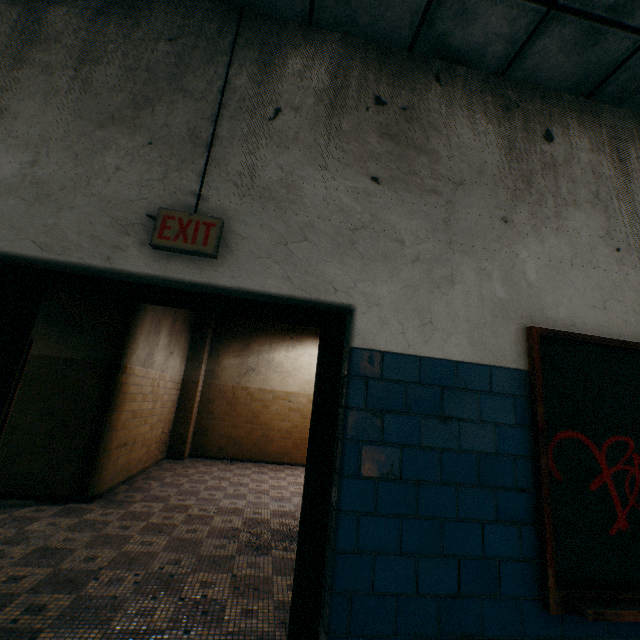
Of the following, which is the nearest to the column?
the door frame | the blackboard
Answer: the door frame

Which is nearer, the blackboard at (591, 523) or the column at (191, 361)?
the blackboard at (591, 523)

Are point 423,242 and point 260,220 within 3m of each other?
yes

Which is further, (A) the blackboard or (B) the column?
(B) the column

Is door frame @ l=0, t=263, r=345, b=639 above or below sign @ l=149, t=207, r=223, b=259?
below

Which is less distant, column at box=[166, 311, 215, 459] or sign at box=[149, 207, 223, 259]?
sign at box=[149, 207, 223, 259]

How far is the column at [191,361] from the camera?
8.09m

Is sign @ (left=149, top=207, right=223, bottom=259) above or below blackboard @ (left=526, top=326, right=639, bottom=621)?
above
